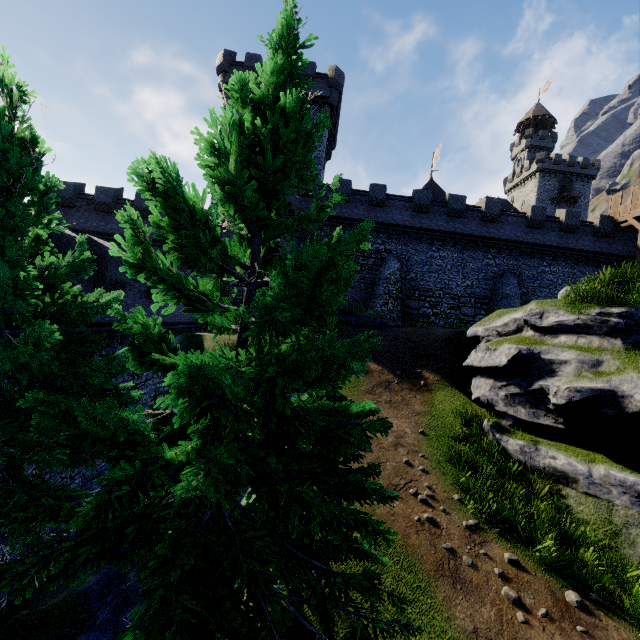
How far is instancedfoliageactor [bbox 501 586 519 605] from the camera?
6.89m

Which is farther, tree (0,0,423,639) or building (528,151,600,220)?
building (528,151,600,220)

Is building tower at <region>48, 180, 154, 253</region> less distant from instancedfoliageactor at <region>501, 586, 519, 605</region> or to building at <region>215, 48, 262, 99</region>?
building at <region>215, 48, 262, 99</region>

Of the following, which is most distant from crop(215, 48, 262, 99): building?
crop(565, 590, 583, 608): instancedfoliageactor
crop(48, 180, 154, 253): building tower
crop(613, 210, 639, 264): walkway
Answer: crop(565, 590, 583, 608): instancedfoliageactor

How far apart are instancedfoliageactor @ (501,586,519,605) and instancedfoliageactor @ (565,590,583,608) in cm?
138

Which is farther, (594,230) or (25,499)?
(594,230)

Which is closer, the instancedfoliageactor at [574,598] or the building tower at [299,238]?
the instancedfoliageactor at [574,598]

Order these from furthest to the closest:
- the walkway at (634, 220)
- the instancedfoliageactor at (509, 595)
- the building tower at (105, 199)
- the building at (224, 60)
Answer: the building at (224, 60) < the walkway at (634, 220) < the building tower at (105, 199) < the instancedfoliageactor at (509, 595)
